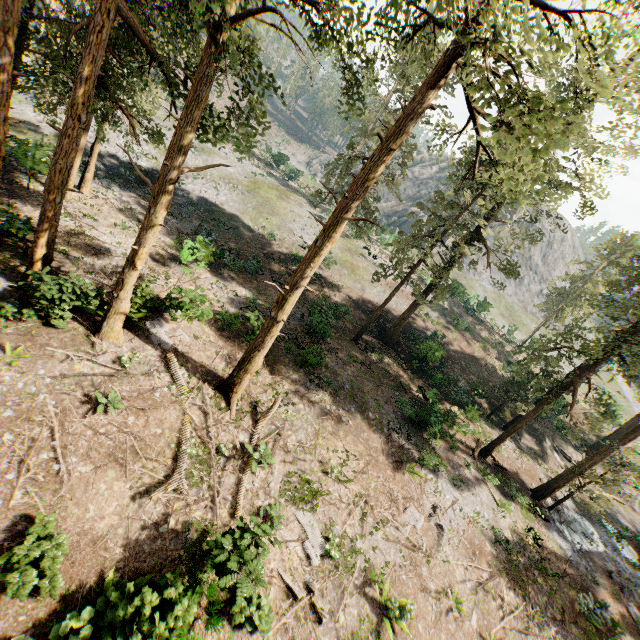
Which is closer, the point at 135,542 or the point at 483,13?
the point at 483,13

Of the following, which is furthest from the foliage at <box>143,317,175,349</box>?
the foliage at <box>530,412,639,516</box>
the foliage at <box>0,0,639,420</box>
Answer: the foliage at <box>530,412,639,516</box>

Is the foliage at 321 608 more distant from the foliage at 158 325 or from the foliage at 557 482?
the foliage at 158 325

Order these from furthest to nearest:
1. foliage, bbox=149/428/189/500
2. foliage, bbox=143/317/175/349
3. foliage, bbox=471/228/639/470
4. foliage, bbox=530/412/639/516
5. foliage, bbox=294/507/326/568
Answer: foliage, bbox=530/412/639/516 < foliage, bbox=471/228/639/470 < foliage, bbox=143/317/175/349 < foliage, bbox=294/507/326/568 < foliage, bbox=149/428/189/500

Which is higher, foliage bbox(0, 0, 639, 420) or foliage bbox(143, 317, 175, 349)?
foliage bbox(0, 0, 639, 420)
